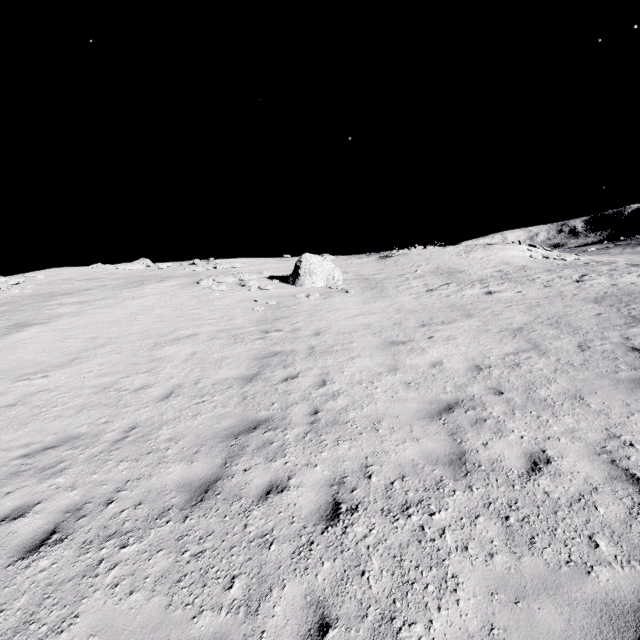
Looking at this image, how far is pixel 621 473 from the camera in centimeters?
450cm

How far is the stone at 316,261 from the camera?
20.7 meters

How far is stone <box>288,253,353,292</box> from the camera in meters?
20.7
